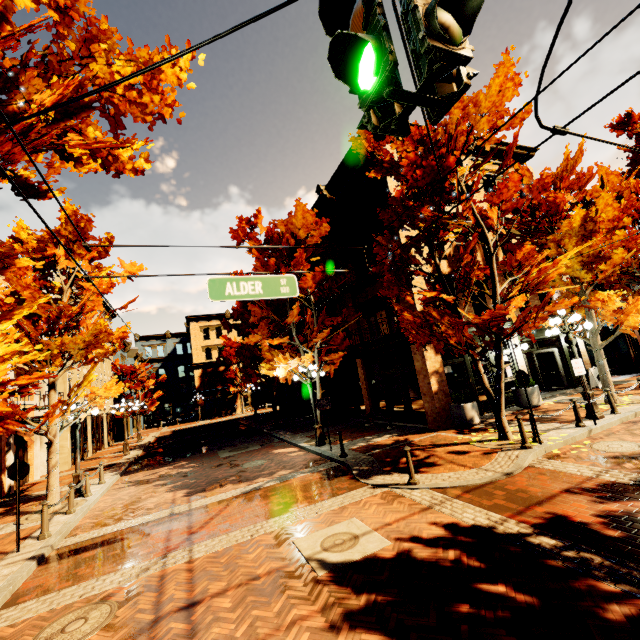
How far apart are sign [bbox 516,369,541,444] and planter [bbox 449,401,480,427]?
3.4m

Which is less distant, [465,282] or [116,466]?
[465,282]

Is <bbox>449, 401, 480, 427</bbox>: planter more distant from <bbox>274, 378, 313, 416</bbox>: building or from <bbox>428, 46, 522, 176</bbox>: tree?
<bbox>274, 378, 313, 416</bbox>: building

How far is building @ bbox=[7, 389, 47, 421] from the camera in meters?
15.8 m

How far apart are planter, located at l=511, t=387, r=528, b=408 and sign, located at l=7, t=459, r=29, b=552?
16.9m

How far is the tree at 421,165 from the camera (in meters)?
9.02

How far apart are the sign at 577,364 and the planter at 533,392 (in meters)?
4.21

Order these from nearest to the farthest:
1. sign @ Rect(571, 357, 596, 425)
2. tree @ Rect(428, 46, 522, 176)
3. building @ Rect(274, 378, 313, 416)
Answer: tree @ Rect(428, 46, 522, 176) < sign @ Rect(571, 357, 596, 425) < building @ Rect(274, 378, 313, 416)
